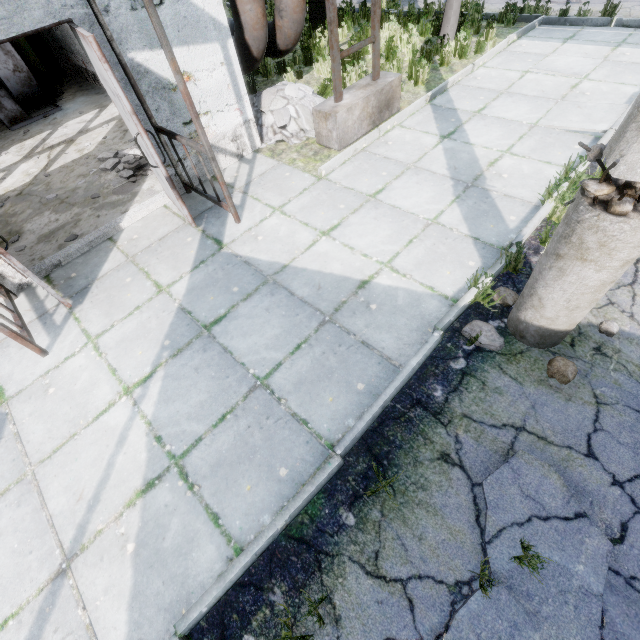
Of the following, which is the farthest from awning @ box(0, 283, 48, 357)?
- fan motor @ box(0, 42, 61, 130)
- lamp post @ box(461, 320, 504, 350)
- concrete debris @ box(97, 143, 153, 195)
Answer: fan motor @ box(0, 42, 61, 130)

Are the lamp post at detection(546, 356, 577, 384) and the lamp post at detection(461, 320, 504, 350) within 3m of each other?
yes

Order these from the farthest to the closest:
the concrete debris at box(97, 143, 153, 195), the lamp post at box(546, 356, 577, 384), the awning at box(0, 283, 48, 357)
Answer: the concrete debris at box(97, 143, 153, 195)
the awning at box(0, 283, 48, 357)
the lamp post at box(546, 356, 577, 384)

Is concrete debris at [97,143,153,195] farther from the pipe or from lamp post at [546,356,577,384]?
lamp post at [546,356,577,384]

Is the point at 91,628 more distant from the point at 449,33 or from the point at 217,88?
the point at 449,33

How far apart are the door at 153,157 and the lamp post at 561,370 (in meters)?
4.66

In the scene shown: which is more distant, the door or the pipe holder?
the pipe holder

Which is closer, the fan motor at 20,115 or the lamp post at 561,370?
the lamp post at 561,370
